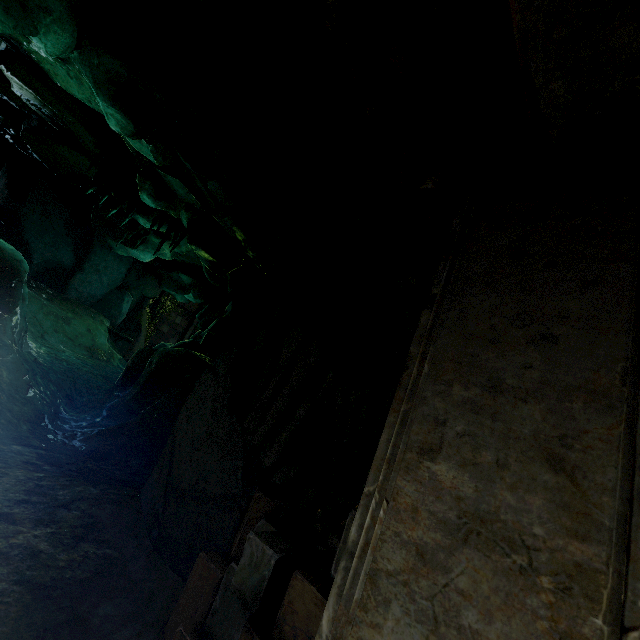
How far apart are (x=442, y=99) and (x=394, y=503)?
1.9m

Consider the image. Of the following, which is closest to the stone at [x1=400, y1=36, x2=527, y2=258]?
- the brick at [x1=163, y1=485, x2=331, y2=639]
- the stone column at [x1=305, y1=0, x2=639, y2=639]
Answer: the stone column at [x1=305, y1=0, x2=639, y2=639]

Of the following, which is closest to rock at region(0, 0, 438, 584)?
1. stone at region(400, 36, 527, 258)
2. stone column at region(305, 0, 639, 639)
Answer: stone column at region(305, 0, 639, 639)

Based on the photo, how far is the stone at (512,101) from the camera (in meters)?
1.46

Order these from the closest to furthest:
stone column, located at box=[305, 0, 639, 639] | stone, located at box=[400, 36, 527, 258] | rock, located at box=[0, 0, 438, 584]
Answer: stone column, located at box=[305, 0, 639, 639] → stone, located at box=[400, 36, 527, 258] → rock, located at box=[0, 0, 438, 584]

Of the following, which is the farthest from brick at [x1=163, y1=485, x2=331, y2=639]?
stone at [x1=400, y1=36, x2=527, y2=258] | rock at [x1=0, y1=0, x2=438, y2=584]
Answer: stone at [x1=400, y1=36, x2=527, y2=258]

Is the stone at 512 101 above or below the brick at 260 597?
above

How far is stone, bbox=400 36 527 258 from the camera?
1.5m
